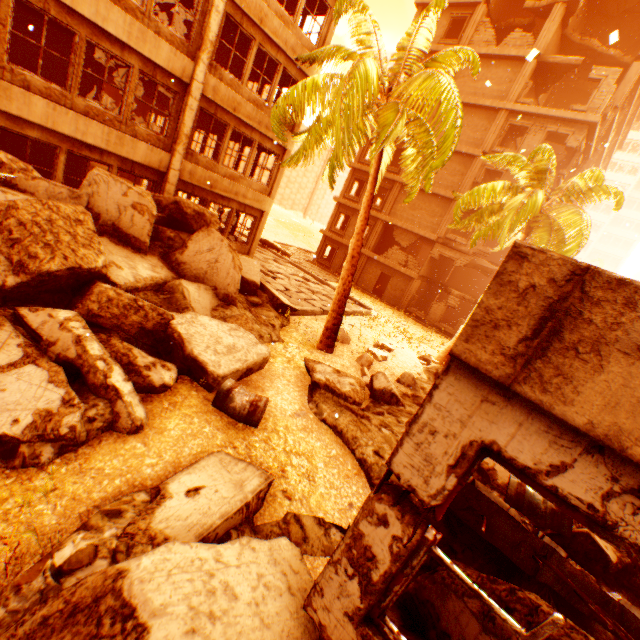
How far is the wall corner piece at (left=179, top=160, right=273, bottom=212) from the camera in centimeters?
1232cm

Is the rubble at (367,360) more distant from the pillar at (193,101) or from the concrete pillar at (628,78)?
the concrete pillar at (628,78)

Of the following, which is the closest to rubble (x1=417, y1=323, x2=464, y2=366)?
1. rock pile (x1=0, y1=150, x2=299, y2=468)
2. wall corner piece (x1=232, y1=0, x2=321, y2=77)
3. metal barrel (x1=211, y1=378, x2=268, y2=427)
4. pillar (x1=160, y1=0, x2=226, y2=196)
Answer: rock pile (x1=0, y1=150, x2=299, y2=468)

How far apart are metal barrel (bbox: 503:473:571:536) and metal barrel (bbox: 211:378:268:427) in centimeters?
395cm

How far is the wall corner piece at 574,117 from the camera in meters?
19.0

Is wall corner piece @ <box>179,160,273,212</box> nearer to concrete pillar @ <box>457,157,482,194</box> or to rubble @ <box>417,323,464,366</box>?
rubble @ <box>417,323,464,366</box>

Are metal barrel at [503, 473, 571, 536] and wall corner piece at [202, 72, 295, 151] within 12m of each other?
no

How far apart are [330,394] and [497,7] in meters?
32.3 m
